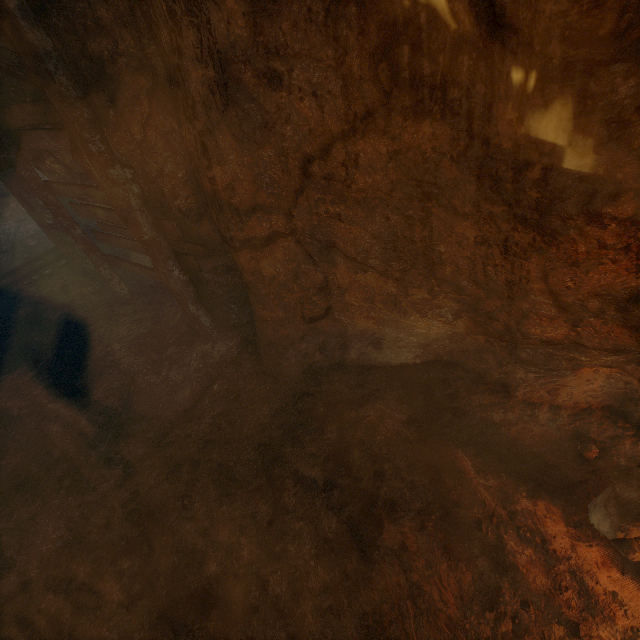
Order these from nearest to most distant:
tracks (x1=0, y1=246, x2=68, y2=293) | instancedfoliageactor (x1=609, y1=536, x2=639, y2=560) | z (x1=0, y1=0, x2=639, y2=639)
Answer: z (x1=0, y1=0, x2=639, y2=639)
instancedfoliageactor (x1=609, y1=536, x2=639, y2=560)
tracks (x1=0, y1=246, x2=68, y2=293)

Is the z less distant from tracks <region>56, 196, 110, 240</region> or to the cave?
the cave

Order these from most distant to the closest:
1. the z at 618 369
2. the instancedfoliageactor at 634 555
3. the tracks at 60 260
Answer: the tracks at 60 260, the instancedfoliageactor at 634 555, the z at 618 369

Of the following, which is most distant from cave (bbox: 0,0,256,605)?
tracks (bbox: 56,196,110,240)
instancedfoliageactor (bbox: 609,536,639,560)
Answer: instancedfoliageactor (bbox: 609,536,639,560)

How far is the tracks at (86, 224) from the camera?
7.93m

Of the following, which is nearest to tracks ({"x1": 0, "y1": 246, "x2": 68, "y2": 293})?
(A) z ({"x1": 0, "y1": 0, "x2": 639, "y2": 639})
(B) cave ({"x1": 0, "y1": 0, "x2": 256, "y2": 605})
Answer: (B) cave ({"x1": 0, "y1": 0, "x2": 256, "y2": 605})

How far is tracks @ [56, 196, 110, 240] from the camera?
7.9m

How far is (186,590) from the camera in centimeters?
299cm
